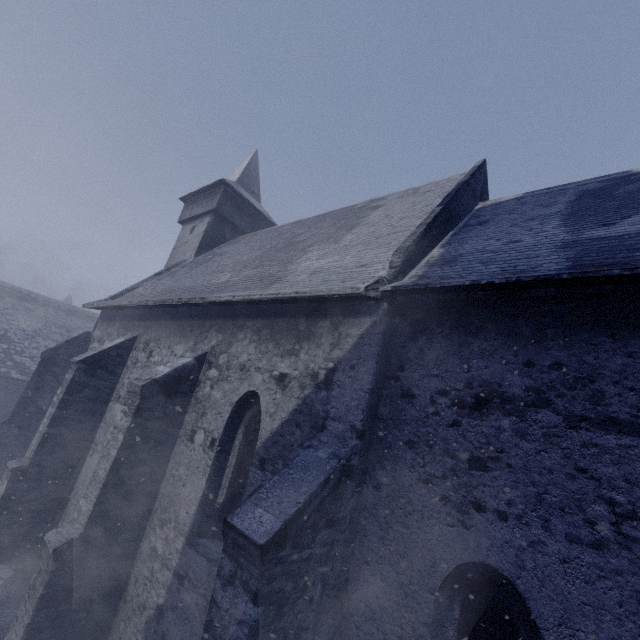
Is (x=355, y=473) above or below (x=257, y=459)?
above
